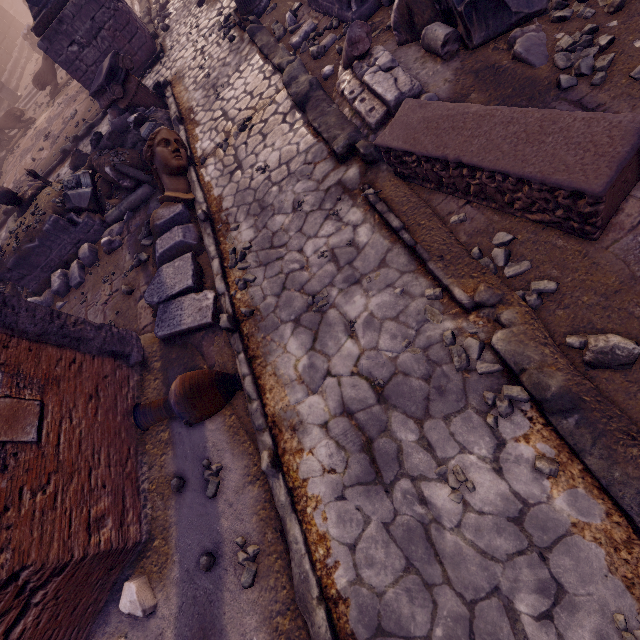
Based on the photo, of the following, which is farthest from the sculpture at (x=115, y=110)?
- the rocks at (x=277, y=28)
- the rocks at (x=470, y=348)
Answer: the rocks at (x=470, y=348)

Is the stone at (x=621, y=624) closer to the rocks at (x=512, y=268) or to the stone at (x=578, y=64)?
the rocks at (x=512, y=268)

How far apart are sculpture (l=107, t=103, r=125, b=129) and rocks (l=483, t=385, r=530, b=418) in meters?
10.1

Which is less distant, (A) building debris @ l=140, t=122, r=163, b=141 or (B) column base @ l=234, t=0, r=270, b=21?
(A) building debris @ l=140, t=122, r=163, b=141

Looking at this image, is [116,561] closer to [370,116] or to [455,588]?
[455,588]

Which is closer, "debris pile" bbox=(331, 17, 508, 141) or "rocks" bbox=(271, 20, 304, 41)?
"debris pile" bbox=(331, 17, 508, 141)

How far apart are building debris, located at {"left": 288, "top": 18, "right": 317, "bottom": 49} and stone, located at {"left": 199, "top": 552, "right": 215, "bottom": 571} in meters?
8.0

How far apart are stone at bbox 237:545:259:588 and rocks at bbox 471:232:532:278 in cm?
334
